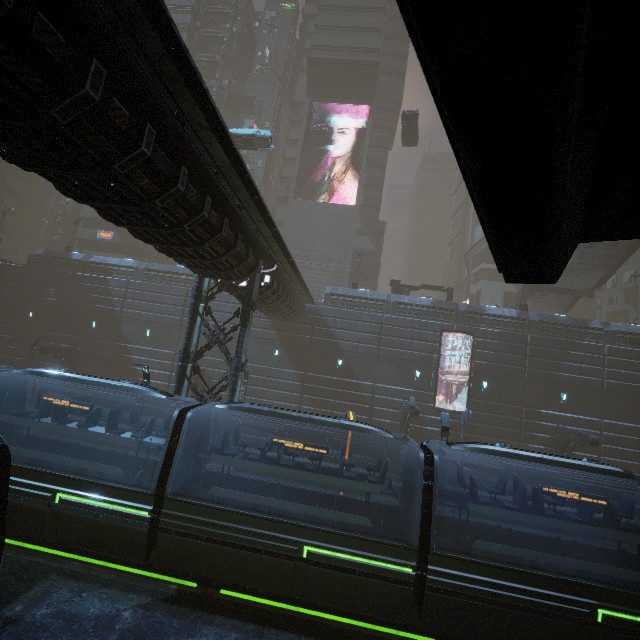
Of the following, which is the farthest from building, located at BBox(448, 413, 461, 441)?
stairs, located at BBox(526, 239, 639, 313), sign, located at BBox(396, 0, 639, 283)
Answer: stairs, located at BBox(526, 239, 639, 313)

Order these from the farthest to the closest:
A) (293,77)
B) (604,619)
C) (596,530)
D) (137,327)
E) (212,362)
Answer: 1. (293,77)
2. (137,327)
3. (212,362)
4. (596,530)
5. (604,619)

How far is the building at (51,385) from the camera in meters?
28.9 m

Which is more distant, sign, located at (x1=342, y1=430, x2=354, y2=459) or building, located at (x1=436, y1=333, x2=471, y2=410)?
building, located at (x1=436, y1=333, x2=471, y2=410)

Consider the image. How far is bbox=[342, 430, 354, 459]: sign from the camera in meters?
13.9

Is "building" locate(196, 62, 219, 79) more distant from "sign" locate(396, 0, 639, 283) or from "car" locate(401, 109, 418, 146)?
"car" locate(401, 109, 418, 146)

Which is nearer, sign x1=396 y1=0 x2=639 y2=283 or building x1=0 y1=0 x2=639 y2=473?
sign x1=396 y1=0 x2=639 y2=283
